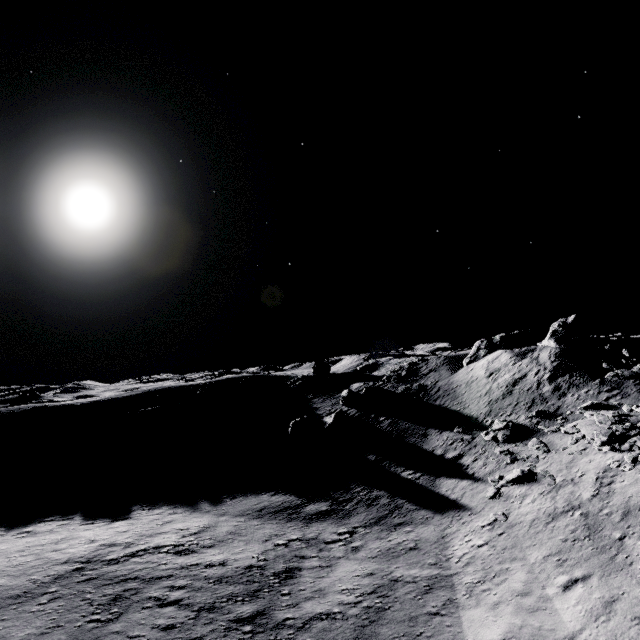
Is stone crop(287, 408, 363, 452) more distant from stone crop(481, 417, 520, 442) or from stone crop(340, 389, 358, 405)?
stone crop(481, 417, 520, 442)

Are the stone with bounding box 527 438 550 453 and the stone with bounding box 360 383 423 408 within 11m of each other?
no

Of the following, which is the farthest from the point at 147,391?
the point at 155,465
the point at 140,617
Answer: the point at 140,617

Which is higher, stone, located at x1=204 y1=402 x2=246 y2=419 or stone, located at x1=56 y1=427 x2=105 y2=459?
stone, located at x1=204 y1=402 x2=246 y2=419

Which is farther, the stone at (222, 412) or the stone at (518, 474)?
the stone at (222, 412)

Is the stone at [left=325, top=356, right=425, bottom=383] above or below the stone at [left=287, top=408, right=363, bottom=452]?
above

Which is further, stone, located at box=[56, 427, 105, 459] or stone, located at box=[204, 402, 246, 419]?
stone, located at box=[204, 402, 246, 419]

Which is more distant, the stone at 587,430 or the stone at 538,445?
the stone at 538,445
